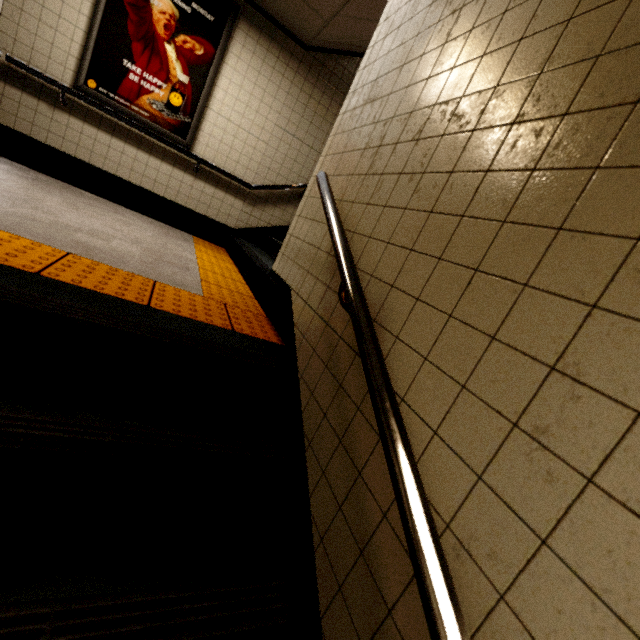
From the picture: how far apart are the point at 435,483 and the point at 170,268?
2.4 meters

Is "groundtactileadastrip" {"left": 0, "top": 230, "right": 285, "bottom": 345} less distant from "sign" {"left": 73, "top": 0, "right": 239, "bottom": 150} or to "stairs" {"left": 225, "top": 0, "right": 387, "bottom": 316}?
"stairs" {"left": 225, "top": 0, "right": 387, "bottom": 316}

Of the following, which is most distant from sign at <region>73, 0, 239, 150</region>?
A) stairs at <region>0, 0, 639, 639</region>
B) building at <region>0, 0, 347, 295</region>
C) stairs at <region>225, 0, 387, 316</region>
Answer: stairs at <region>0, 0, 639, 639</region>

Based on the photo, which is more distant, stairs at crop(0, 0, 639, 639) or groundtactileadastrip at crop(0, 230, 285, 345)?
groundtactileadastrip at crop(0, 230, 285, 345)

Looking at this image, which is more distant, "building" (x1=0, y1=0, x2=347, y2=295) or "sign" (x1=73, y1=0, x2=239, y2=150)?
"sign" (x1=73, y1=0, x2=239, y2=150)

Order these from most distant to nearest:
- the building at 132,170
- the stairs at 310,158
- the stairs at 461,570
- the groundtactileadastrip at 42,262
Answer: the stairs at 310,158
the building at 132,170
the groundtactileadastrip at 42,262
the stairs at 461,570

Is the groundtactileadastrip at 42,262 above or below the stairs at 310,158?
below

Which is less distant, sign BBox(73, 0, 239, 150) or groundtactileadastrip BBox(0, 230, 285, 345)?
groundtactileadastrip BBox(0, 230, 285, 345)
